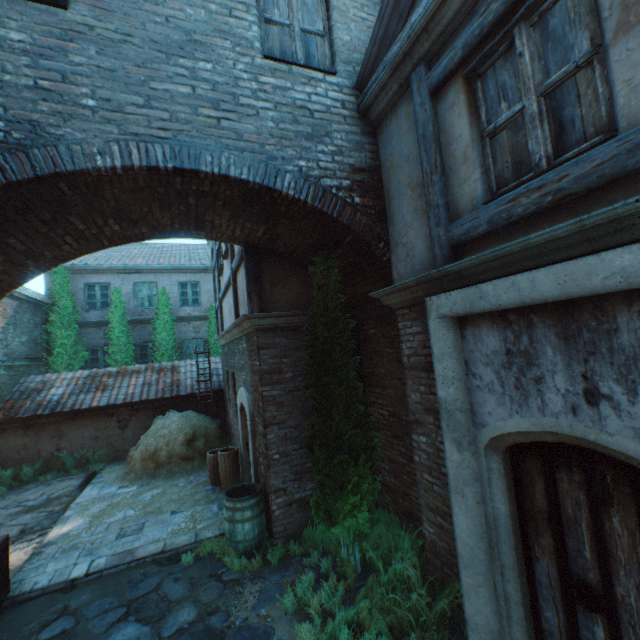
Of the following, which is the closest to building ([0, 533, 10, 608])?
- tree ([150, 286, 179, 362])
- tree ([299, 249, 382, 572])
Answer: tree ([299, 249, 382, 572])

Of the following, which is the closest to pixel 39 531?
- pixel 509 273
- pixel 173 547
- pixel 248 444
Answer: pixel 173 547

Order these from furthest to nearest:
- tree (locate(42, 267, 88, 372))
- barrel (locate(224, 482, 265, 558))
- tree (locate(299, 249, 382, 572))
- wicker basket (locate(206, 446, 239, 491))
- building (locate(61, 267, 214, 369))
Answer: building (locate(61, 267, 214, 369))
tree (locate(42, 267, 88, 372))
wicker basket (locate(206, 446, 239, 491))
barrel (locate(224, 482, 265, 558))
tree (locate(299, 249, 382, 572))

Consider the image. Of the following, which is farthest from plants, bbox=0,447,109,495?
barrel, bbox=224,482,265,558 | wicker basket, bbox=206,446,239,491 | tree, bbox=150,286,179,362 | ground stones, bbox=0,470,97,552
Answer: barrel, bbox=224,482,265,558

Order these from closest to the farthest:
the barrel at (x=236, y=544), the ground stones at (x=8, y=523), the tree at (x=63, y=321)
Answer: the barrel at (x=236, y=544) < the ground stones at (x=8, y=523) < the tree at (x=63, y=321)

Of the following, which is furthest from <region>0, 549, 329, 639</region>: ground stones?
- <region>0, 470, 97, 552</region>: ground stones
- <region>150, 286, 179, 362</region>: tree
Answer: <region>150, 286, 179, 362</region>: tree

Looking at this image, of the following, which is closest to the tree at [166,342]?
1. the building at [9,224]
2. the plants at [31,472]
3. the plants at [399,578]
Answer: the building at [9,224]

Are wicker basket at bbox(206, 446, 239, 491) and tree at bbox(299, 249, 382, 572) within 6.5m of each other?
yes
